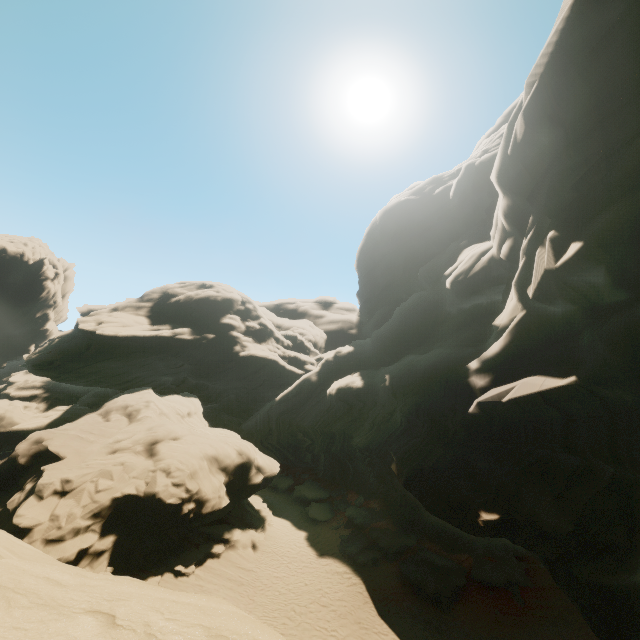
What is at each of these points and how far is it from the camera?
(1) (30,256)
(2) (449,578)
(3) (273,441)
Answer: (1) rock, 56.8 meters
(2) rock, 20.4 meters
(3) rock, 42.1 meters

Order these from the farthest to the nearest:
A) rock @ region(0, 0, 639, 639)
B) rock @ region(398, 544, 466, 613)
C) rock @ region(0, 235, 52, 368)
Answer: rock @ region(0, 235, 52, 368), rock @ region(398, 544, 466, 613), rock @ region(0, 0, 639, 639)

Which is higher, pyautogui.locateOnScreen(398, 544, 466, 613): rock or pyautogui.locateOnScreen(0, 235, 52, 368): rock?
pyautogui.locateOnScreen(0, 235, 52, 368): rock

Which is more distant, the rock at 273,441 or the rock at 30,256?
the rock at 30,256

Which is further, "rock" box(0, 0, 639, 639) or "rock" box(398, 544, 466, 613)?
"rock" box(398, 544, 466, 613)

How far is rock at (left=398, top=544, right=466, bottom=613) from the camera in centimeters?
1947cm
